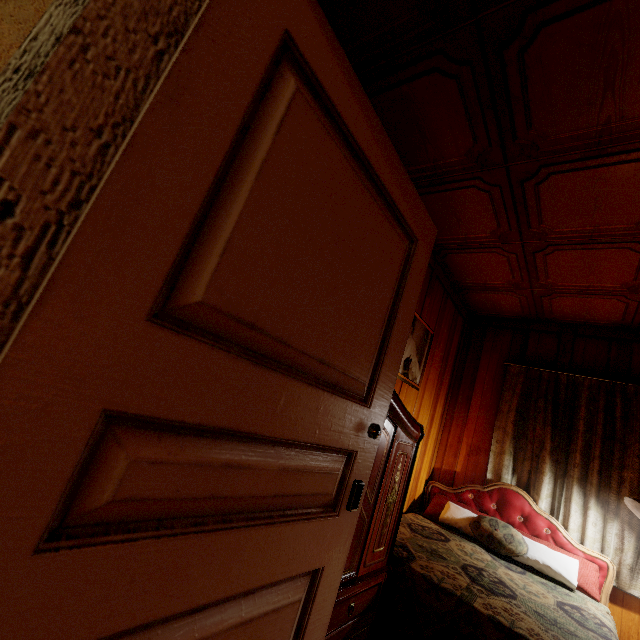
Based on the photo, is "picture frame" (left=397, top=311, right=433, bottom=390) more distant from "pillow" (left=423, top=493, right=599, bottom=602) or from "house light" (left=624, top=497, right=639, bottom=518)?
"house light" (left=624, top=497, right=639, bottom=518)

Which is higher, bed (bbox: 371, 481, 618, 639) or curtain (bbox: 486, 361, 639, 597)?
curtain (bbox: 486, 361, 639, 597)

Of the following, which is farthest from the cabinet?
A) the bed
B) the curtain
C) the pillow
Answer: the curtain

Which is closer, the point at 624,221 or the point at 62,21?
the point at 62,21

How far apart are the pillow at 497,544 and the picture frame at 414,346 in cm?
120

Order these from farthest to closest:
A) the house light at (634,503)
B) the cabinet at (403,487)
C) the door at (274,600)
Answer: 1. the house light at (634,503)
2. the cabinet at (403,487)
3. the door at (274,600)

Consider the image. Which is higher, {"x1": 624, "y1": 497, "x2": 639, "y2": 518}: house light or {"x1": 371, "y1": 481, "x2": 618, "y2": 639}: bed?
{"x1": 624, "y1": 497, "x2": 639, "y2": 518}: house light

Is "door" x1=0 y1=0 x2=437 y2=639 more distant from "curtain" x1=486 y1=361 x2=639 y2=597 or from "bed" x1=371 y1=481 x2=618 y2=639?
"curtain" x1=486 y1=361 x2=639 y2=597
